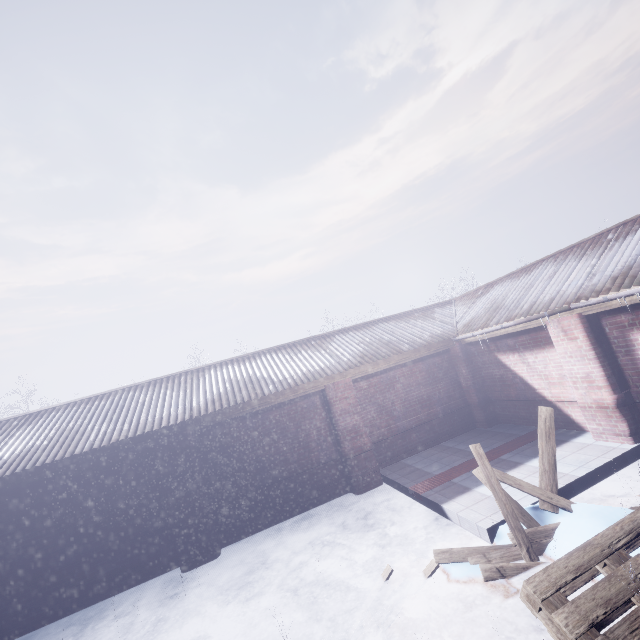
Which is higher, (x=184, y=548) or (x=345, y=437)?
(x=345, y=437)
